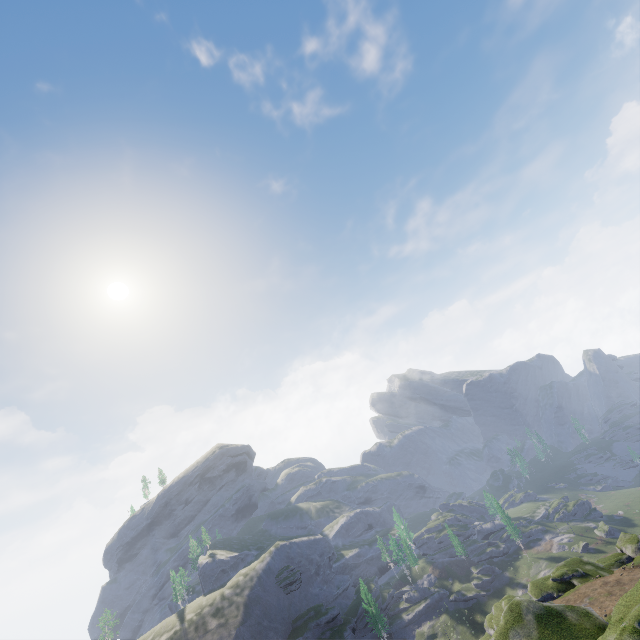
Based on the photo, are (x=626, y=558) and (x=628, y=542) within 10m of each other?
yes
